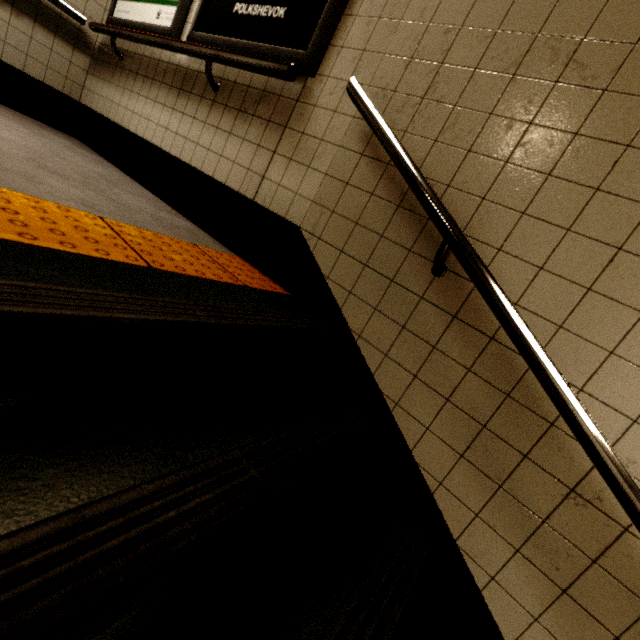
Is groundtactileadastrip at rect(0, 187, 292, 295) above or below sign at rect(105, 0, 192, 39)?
below

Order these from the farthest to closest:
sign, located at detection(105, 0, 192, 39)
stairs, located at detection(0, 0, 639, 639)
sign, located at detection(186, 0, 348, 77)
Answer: sign, located at detection(105, 0, 192, 39)
sign, located at detection(186, 0, 348, 77)
stairs, located at detection(0, 0, 639, 639)

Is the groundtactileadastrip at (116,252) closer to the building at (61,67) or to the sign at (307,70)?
the building at (61,67)

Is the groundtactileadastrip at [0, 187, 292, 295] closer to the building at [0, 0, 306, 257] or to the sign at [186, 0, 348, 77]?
the building at [0, 0, 306, 257]

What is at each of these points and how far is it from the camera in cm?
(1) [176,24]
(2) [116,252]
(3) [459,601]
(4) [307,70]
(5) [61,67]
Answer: (1) sign, 232
(2) groundtactileadastrip, 108
(3) stairs, 128
(4) sign, 166
(5) building, 304

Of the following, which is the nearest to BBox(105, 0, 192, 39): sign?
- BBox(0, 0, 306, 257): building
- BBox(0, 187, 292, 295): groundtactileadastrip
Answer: BBox(0, 0, 306, 257): building

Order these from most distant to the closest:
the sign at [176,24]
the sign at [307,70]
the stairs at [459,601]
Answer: the sign at [176,24] < the sign at [307,70] < the stairs at [459,601]

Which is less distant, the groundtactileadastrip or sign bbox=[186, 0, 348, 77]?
the groundtactileadastrip
